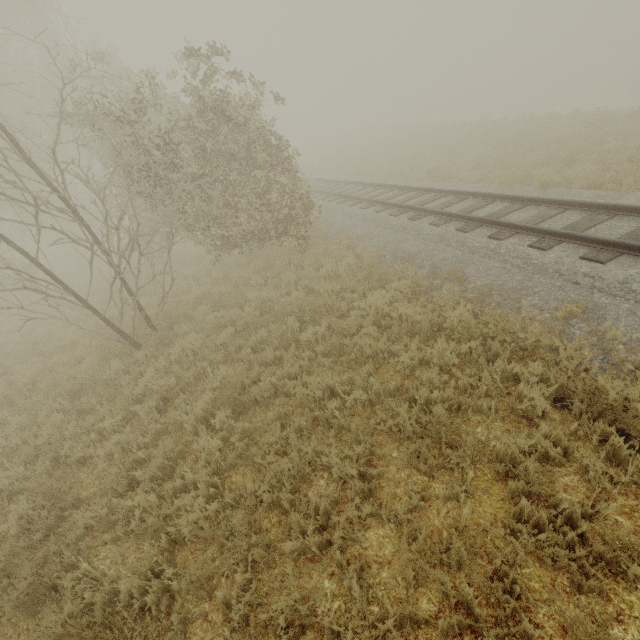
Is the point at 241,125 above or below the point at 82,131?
below
